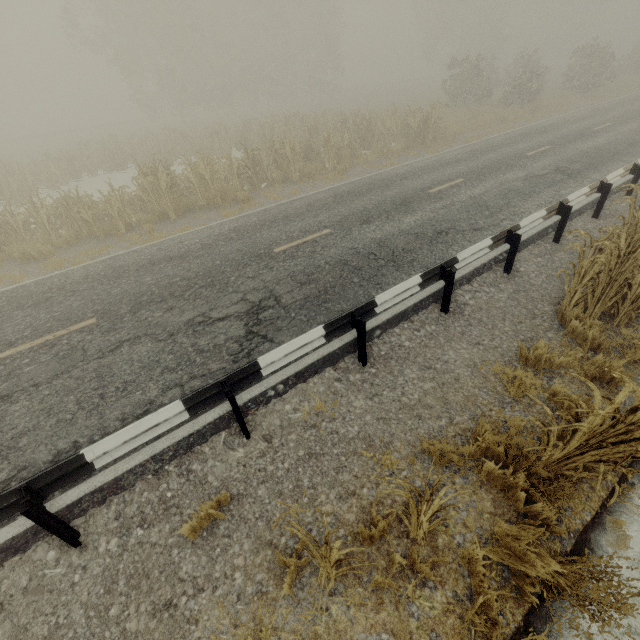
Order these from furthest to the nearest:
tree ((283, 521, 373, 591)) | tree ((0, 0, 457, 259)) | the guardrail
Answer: tree ((0, 0, 457, 259)) → the guardrail → tree ((283, 521, 373, 591))

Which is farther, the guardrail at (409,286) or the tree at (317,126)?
the tree at (317,126)

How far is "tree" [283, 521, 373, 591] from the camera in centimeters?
224cm

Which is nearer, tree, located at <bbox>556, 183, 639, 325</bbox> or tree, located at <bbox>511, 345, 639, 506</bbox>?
tree, located at <bbox>511, 345, 639, 506</bbox>

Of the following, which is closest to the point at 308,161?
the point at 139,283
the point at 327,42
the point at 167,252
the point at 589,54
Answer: the point at 167,252

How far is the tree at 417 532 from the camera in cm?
254

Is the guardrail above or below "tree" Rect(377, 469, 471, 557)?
above
